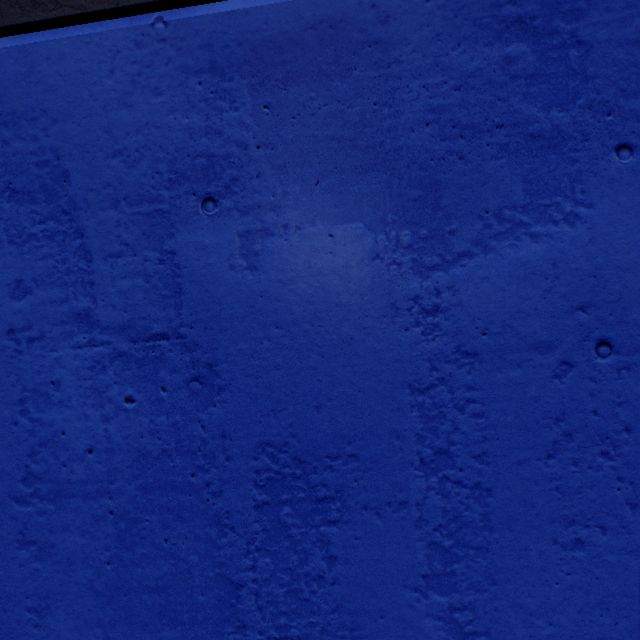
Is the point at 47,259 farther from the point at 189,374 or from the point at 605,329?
the point at 605,329
